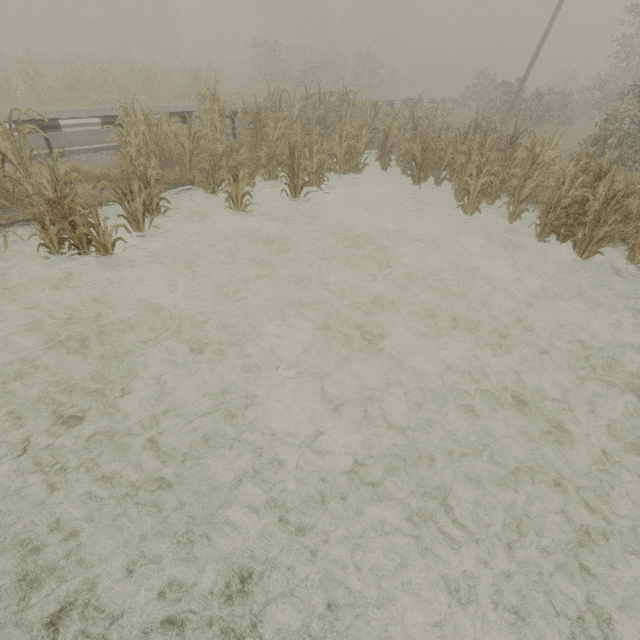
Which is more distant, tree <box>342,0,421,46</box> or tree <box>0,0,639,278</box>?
tree <box>342,0,421,46</box>

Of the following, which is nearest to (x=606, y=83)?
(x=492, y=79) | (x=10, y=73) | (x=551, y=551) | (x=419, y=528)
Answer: (x=492, y=79)

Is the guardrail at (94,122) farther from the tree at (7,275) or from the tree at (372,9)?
the tree at (372,9)

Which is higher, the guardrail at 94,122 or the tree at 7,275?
the guardrail at 94,122

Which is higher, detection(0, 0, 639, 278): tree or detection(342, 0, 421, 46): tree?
detection(342, 0, 421, 46): tree

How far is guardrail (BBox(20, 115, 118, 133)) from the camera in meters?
8.2

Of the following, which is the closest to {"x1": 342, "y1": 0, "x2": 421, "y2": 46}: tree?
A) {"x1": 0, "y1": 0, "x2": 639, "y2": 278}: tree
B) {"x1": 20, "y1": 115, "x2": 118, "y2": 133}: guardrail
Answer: {"x1": 0, "y1": 0, "x2": 639, "y2": 278}: tree
